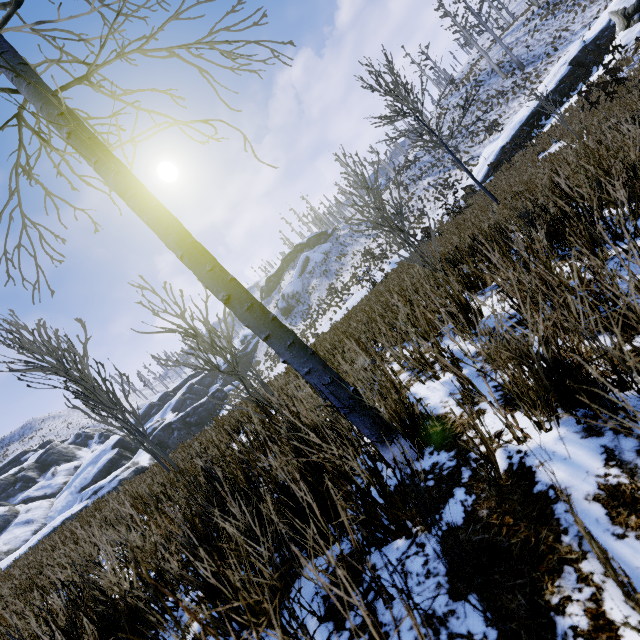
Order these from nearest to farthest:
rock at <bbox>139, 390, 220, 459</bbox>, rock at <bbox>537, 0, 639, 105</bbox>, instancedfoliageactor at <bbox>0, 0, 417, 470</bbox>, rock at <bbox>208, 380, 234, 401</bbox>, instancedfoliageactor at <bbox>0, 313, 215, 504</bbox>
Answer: instancedfoliageactor at <bbox>0, 0, 417, 470</bbox> → instancedfoliageactor at <bbox>0, 313, 215, 504</bbox> → rock at <bbox>537, 0, 639, 105</bbox> → rock at <bbox>139, 390, 220, 459</bbox> → rock at <bbox>208, 380, 234, 401</bbox>

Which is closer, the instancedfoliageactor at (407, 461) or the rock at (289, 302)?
the instancedfoliageactor at (407, 461)

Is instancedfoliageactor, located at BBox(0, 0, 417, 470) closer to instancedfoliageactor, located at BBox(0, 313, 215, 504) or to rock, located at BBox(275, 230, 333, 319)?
instancedfoliageactor, located at BBox(0, 313, 215, 504)

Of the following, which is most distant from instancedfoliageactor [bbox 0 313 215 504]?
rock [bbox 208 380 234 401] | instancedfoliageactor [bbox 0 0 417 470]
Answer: rock [bbox 208 380 234 401]

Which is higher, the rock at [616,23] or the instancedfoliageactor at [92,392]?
the instancedfoliageactor at [92,392]

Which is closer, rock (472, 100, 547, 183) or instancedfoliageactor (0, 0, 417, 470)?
instancedfoliageactor (0, 0, 417, 470)

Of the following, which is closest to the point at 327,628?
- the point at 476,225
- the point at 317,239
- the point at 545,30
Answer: the point at 476,225

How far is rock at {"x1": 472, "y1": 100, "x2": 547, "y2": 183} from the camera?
21.6 meters
